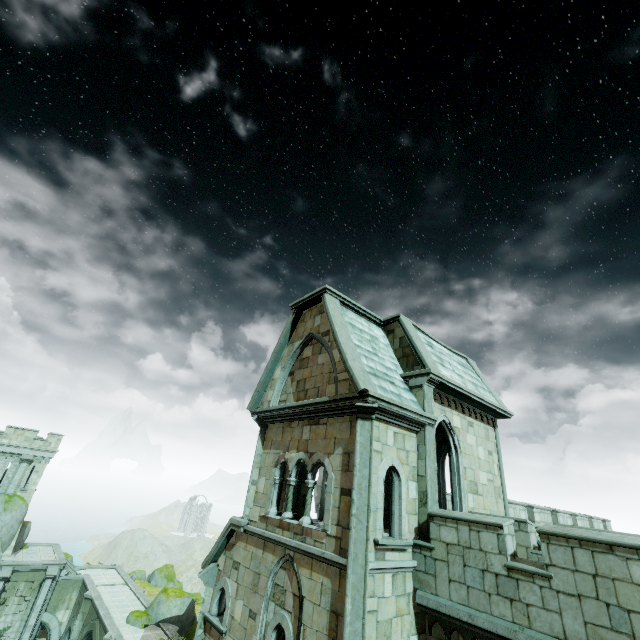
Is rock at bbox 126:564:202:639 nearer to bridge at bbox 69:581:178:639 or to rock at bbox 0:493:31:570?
rock at bbox 0:493:31:570

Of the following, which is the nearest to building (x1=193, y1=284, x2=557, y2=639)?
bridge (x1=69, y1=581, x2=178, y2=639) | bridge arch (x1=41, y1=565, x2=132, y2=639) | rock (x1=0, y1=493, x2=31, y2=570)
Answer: bridge (x1=69, y1=581, x2=178, y2=639)

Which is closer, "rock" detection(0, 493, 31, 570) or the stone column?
"rock" detection(0, 493, 31, 570)

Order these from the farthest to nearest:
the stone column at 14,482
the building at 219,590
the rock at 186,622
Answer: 1. the stone column at 14,482
2. the rock at 186,622
3. the building at 219,590

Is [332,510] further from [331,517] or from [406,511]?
[406,511]

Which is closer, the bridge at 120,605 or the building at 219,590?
the building at 219,590

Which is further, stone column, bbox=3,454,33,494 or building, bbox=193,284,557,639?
stone column, bbox=3,454,33,494

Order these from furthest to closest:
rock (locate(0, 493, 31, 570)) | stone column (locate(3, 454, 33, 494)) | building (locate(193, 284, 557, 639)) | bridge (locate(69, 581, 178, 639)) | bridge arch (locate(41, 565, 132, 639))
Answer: stone column (locate(3, 454, 33, 494)), bridge arch (locate(41, 565, 132, 639)), rock (locate(0, 493, 31, 570)), bridge (locate(69, 581, 178, 639)), building (locate(193, 284, 557, 639))
